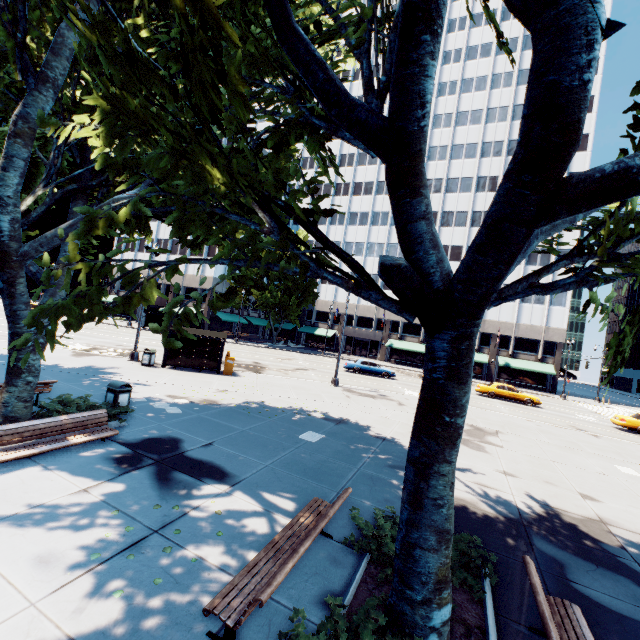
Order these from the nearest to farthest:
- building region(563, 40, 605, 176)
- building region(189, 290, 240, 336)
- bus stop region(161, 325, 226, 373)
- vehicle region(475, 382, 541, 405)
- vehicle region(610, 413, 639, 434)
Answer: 1. bus stop region(161, 325, 226, 373)
2. vehicle region(610, 413, 639, 434)
3. vehicle region(475, 382, 541, 405)
4. building region(563, 40, 605, 176)
5. building region(189, 290, 240, 336)

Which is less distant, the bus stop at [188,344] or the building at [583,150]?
the bus stop at [188,344]

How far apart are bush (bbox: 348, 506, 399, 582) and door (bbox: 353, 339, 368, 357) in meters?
49.3

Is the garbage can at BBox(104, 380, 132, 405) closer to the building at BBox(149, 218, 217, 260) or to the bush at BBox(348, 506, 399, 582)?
the bush at BBox(348, 506, 399, 582)

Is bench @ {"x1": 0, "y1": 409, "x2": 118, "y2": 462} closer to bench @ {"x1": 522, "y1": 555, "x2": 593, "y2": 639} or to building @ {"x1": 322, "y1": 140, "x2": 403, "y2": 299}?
bench @ {"x1": 522, "y1": 555, "x2": 593, "y2": 639}

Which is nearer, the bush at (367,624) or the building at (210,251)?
the bush at (367,624)

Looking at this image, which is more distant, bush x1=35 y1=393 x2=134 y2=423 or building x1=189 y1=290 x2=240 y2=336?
building x1=189 y1=290 x2=240 y2=336

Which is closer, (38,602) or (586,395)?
(38,602)
